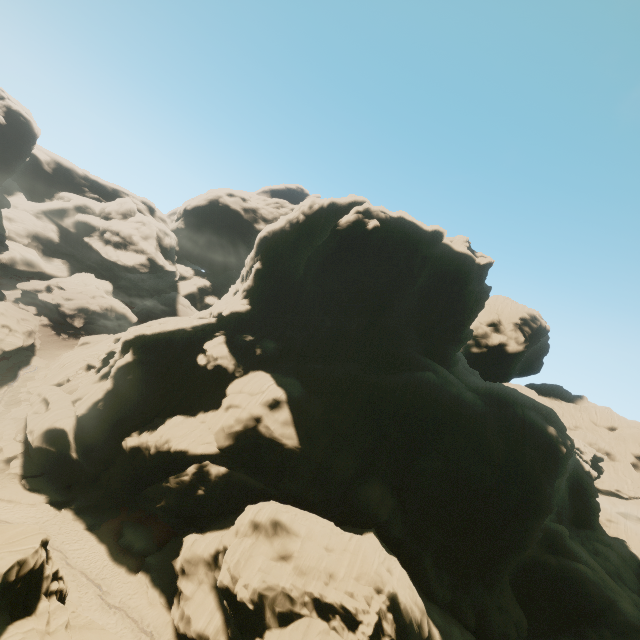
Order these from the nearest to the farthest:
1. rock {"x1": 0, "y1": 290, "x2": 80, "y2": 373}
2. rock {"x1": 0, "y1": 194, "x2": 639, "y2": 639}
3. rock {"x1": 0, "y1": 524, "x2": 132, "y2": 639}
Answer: rock {"x1": 0, "y1": 524, "x2": 132, "y2": 639} → rock {"x1": 0, "y1": 194, "x2": 639, "y2": 639} → rock {"x1": 0, "y1": 290, "x2": 80, "y2": 373}

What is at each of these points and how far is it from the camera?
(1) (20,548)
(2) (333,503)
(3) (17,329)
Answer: (1) rock, 12.2 meters
(2) rock, 31.3 meters
(3) rock, 46.1 meters

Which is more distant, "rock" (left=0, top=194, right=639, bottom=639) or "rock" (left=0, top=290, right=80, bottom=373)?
"rock" (left=0, top=290, right=80, bottom=373)

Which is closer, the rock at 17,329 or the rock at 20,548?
the rock at 20,548
